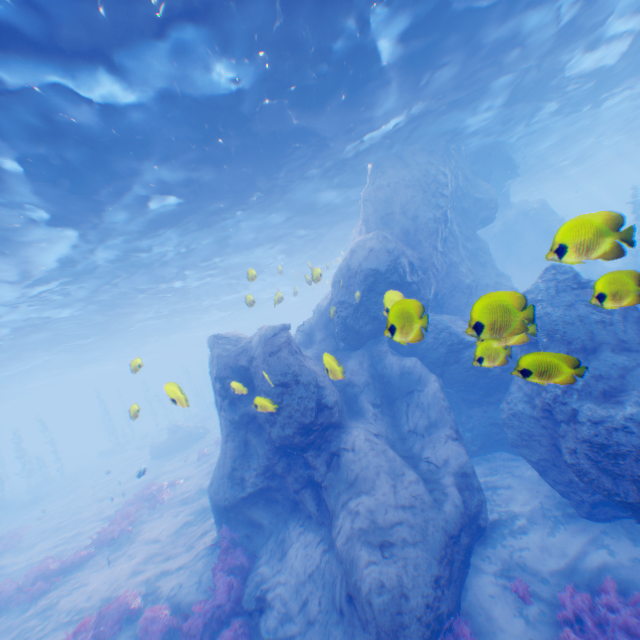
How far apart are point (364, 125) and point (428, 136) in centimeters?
476cm

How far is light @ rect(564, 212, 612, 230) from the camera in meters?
3.2

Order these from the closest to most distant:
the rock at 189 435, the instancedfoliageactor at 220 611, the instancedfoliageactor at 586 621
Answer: the instancedfoliageactor at 586 621 → the instancedfoliageactor at 220 611 → the rock at 189 435

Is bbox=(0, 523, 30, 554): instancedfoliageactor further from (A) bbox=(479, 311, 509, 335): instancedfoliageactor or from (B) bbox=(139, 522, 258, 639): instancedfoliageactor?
(A) bbox=(479, 311, 509, 335): instancedfoliageactor

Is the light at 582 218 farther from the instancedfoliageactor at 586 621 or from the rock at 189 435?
the instancedfoliageactor at 586 621

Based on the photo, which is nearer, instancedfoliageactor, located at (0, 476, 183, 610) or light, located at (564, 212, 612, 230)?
light, located at (564, 212, 612, 230)

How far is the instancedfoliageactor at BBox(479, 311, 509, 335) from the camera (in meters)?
3.49

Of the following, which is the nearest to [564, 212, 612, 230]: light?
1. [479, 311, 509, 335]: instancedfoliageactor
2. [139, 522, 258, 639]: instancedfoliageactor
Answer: [479, 311, 509, 335]: instancedfoliageactor
